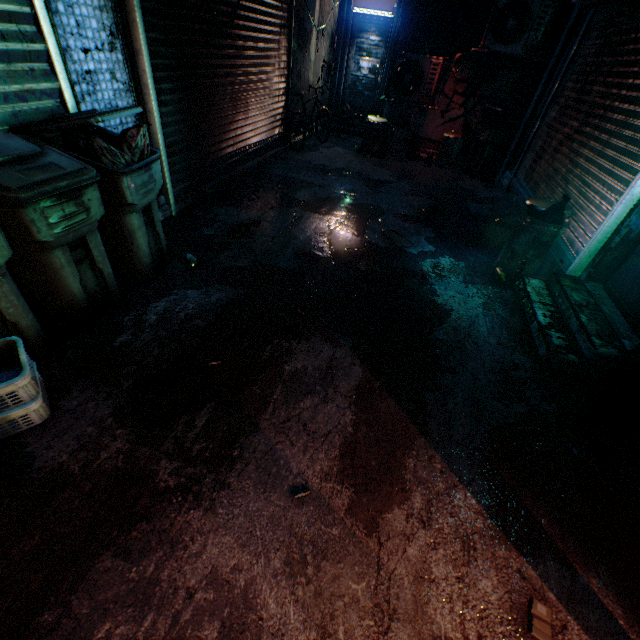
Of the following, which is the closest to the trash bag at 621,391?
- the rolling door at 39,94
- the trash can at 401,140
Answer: the rolling door at 39,94

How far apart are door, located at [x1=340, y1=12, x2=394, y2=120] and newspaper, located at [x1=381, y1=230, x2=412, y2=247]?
6.16m

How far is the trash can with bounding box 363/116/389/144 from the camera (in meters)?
6.63

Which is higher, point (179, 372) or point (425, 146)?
point (425, 146)

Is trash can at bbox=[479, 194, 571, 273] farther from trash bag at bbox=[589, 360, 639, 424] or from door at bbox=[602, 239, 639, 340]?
trash bag at bbox=[589, 360, 639, 424]

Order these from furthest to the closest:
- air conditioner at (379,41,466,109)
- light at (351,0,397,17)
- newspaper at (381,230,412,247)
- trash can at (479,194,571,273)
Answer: light at (351,0,397,17) → air conditioner at (379,41,466,109) → newspaper at (381,230,412,247) → trash can at (479,194,571,273)

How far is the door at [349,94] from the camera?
7.4m

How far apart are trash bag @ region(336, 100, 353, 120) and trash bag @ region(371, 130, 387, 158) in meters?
2.2 m
